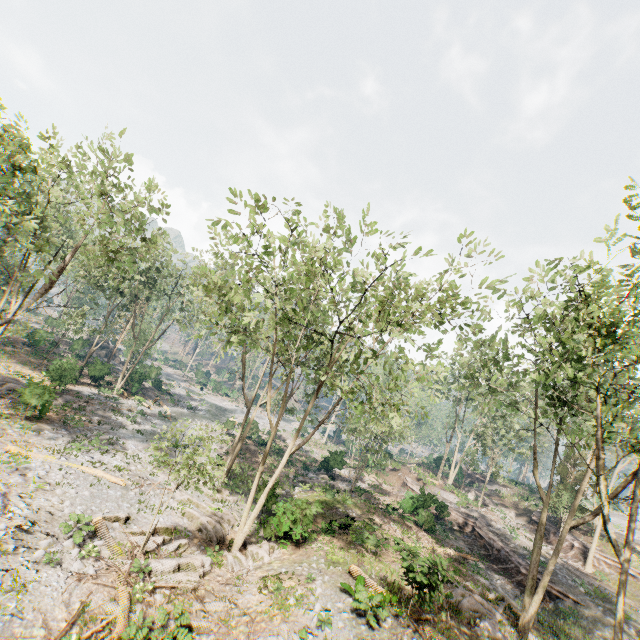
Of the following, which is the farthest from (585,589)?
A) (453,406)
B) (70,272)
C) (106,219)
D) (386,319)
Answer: (70,272)

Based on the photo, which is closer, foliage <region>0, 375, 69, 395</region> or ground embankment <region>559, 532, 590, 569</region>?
foliage <region>0, 375, 69, 395</region>

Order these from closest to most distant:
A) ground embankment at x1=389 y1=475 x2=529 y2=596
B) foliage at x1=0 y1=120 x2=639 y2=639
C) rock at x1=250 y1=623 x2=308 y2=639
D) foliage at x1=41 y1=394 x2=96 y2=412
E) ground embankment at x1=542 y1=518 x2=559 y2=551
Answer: rock at x1=250 y1=623 x2=308 y2=639
foliage at x1=0 y1=120 x2=639 y2=639
foliage at x1=41 y1=394 x2=96 y2=412
ground embankment at x1=389 y1=475 x2=529 y2=596
ground embankment at x1=542 y1=518 x2=559 y2=551

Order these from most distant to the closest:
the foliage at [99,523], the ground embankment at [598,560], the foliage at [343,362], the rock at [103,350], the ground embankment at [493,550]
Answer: the rock at [103,350] < the ground embankment at [598,560] < the ground embankment at [493,550] < the foliage at [99,523] < the foliage at [343,362]

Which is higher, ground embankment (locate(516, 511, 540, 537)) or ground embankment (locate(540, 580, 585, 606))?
ground embankment (locate(516, 511, 540, 537))

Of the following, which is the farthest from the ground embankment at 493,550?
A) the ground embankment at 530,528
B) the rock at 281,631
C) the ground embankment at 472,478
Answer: the ground embankment at 472,478

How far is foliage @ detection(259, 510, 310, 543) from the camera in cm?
1789
